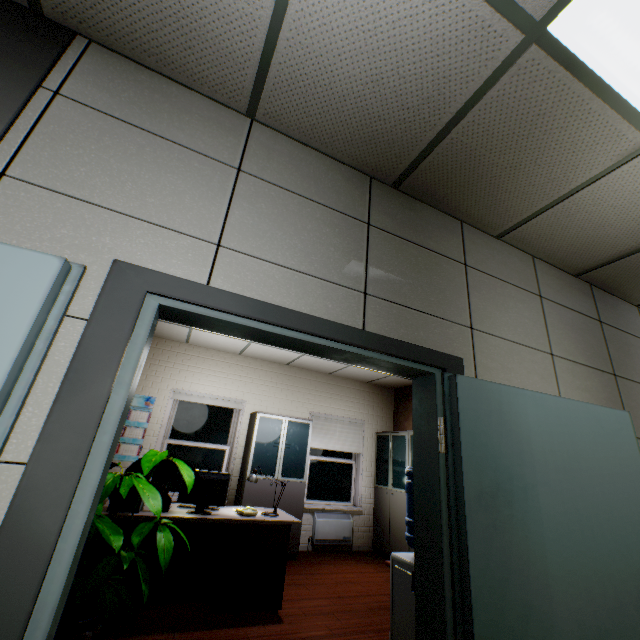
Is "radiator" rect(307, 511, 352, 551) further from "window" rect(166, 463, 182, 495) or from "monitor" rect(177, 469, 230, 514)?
A: "monitor" rect(177, 469, 230, 514)

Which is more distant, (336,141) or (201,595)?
(201,595)

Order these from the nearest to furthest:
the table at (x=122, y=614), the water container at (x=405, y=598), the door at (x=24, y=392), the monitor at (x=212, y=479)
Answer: the door at (x=24, y=392) → the water container at (x=405, y=598) → the table at (x=122, y=614) → the monitor at (x=212, y=479)

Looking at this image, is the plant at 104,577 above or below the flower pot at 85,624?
above

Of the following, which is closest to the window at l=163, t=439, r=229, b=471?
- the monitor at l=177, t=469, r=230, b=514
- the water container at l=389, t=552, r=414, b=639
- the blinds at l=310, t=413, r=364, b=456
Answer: the blinds at l=310, t=413, r=364, b=456

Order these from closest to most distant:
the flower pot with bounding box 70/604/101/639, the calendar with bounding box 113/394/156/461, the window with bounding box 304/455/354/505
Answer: the flower pot with bounding box 70/604/101/639, the calendar with bounding box 113/394/156/461, the window with bounding box 304/455/354/505

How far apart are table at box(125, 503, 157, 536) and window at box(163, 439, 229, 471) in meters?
2.4

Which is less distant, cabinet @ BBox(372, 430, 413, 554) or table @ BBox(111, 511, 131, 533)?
table @ BBox(111, 511, 131, 533)
